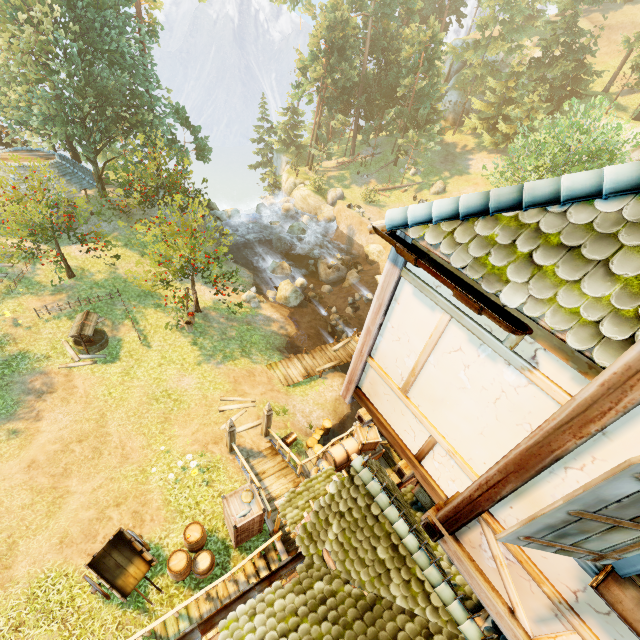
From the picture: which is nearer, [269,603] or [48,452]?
[269,603]

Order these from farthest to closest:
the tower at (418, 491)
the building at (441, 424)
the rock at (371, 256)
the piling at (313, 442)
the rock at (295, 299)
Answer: the rock at (371, 256) → the rock at (295, 299) → the piling at (313, 442) → the tower at (418, 491) → the building at (441, 424)

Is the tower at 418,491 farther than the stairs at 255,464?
No

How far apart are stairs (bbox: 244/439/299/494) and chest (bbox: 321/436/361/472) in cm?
112

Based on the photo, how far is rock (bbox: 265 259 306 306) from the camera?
23.7m

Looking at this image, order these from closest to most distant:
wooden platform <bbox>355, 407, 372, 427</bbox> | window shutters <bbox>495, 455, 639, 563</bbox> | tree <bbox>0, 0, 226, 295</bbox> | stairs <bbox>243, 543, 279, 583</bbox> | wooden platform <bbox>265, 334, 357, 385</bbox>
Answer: window shutters <bbox>495, 455, 639, 563</bbox> < wooden platform <bbox>355, 407, 372, 427</bbox> < stairs <bbox>243, 543, 279, 583</bbox> < tree <bbox>0, 0, 226, 295</bbox> < wooden platform <bbox>265, 334, 357, 385</bbox>

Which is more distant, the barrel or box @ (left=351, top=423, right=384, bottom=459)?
box @ (left=351, top=423, right=384, bottom=459)

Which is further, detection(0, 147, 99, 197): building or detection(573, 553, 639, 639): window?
detection(0, 147, 99, 197): building
